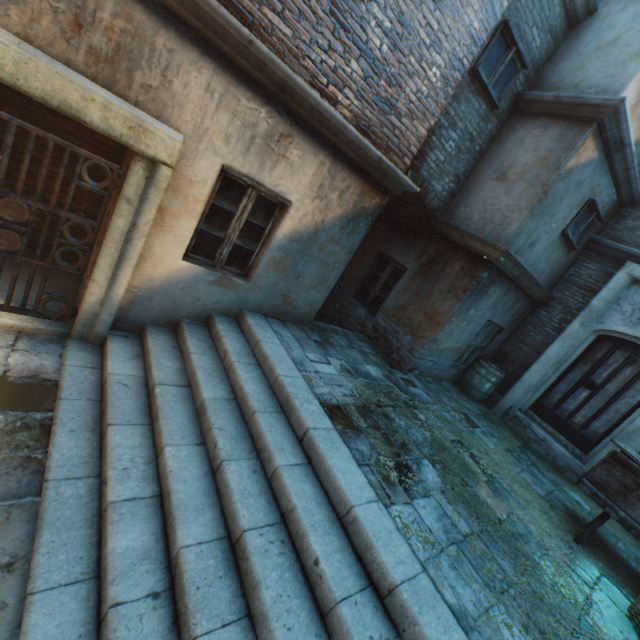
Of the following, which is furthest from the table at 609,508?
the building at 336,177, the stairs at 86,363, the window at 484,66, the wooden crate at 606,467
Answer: the window at 484,66

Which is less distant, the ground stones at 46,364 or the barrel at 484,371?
the ground stones at 46,364

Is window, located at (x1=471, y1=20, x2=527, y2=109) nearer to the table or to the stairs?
the stairs

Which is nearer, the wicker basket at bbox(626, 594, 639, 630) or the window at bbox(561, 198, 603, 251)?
the wicker basket at bbox(626, 594, 639, 630)

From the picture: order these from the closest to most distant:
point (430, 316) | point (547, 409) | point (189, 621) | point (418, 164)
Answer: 1. point (189, 621)
2. point (418, 164)
3. point (430, 316)
4. point (547, 409)

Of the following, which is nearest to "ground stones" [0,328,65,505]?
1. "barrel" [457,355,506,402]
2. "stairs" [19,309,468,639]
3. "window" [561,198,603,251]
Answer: "stairs" [19,309,468,639]

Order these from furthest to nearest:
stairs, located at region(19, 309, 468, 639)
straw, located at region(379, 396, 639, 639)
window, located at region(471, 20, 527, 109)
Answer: window, located at region(471, 20, 527, 109) → straw, located at region(379, 396, 639, 639) → stairs, located at region(19, 309, 468, 639)

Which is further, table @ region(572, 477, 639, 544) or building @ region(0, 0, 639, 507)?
table @ region(572, 477, 639, 544)
